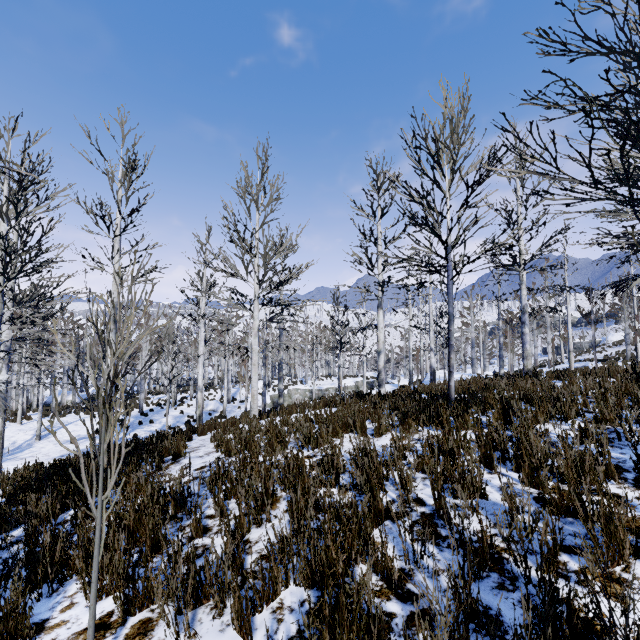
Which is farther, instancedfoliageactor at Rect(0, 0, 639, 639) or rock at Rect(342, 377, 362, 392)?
rock at Rect(342, 377, 362, 392)

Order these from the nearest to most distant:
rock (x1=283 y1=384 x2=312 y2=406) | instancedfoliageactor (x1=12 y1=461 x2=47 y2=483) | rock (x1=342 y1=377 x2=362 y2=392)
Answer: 1. instancedfoliageactor (x1=12 y1=461 x2=47 y2=483)
2. rock (x1=283 y1=384 x2=312 y2=406)
3. rock (x1=342 y1=377 x2=362 y2=392)

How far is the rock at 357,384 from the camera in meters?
32.1 m

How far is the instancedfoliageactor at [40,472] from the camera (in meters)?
5.05

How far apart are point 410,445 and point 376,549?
2.1 meters

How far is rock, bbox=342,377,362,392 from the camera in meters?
32.1 m

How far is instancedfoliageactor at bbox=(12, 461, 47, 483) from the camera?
5.05m
